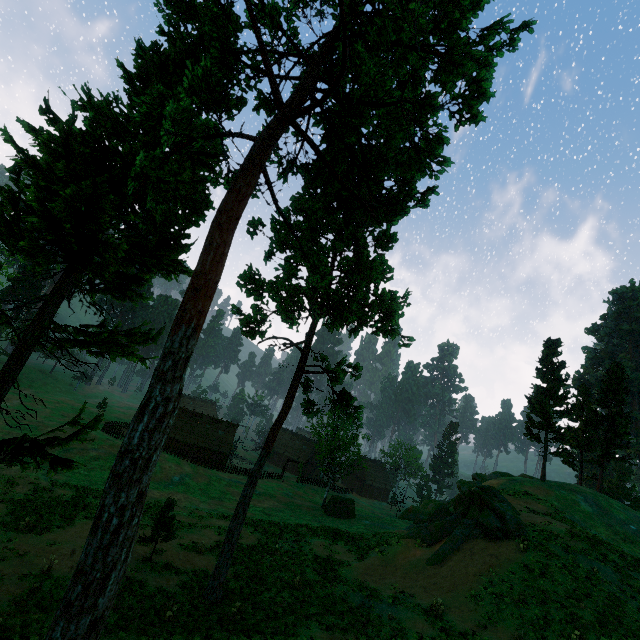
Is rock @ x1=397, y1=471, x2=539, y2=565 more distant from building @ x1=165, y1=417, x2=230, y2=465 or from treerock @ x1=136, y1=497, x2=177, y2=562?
building @ x1=165, y1=417, x2=230, y2=465

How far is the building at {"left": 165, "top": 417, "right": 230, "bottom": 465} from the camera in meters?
57.2 m

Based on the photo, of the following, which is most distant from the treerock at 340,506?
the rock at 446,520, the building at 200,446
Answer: the rock at 446,520

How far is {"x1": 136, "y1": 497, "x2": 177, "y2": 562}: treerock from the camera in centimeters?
A: 1973cm

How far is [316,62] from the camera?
14.3 meters

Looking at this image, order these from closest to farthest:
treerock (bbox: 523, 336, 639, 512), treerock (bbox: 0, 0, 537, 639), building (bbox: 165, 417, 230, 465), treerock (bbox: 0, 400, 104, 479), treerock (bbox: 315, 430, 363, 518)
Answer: treerock (bbox: 0, 0, 537, 639) → treerock (bbox: 0, 400, 104, 479) → treerock (bbox: 523, 336, 639, 512) → treerock (bbox: 315, 430, 363, 518) → building (bbox: 165, 417, 230, 465)
